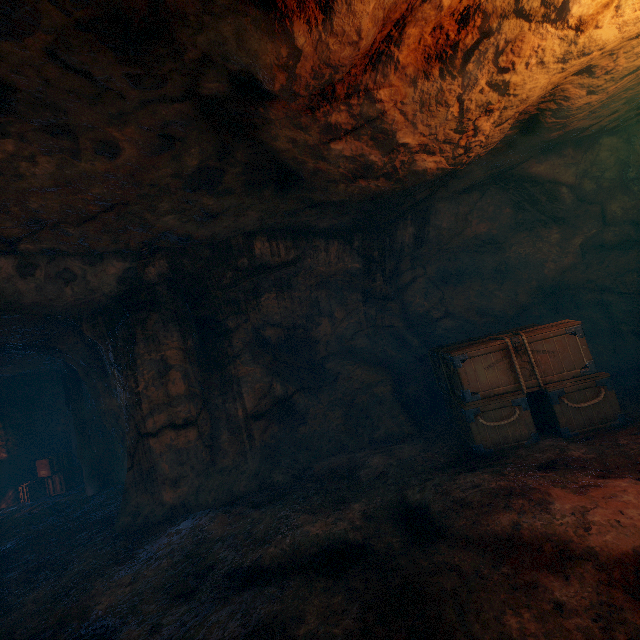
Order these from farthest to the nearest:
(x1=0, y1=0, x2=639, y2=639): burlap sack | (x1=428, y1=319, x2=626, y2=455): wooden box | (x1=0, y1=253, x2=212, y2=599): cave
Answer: (x1=0, y1=253, x2=212, y2=599): cave → (x1=428, y1=319, x2=626, y2=455): wooden box → (x1=0, y1=0, x2=639, y2=639): burlap sack

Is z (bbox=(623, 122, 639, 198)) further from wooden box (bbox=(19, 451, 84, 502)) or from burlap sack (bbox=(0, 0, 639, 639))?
wooden box (bbox=(19, 451, 84, 502))

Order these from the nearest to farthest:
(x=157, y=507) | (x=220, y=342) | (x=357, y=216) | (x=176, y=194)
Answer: (x=176, y=194) → (x=157, y=507) → (x=357, y=216) → (x=220, y=342)

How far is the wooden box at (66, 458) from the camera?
10.8 meters

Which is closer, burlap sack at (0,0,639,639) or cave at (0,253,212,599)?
burlap sack at (0,0,639,639)

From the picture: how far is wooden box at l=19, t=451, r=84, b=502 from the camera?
10.80m

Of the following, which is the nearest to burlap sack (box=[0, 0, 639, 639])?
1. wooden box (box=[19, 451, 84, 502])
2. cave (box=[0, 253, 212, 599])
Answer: cave (box=[0, 253, 212, 599])

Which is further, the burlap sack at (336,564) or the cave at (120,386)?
the cave at (120,386)
